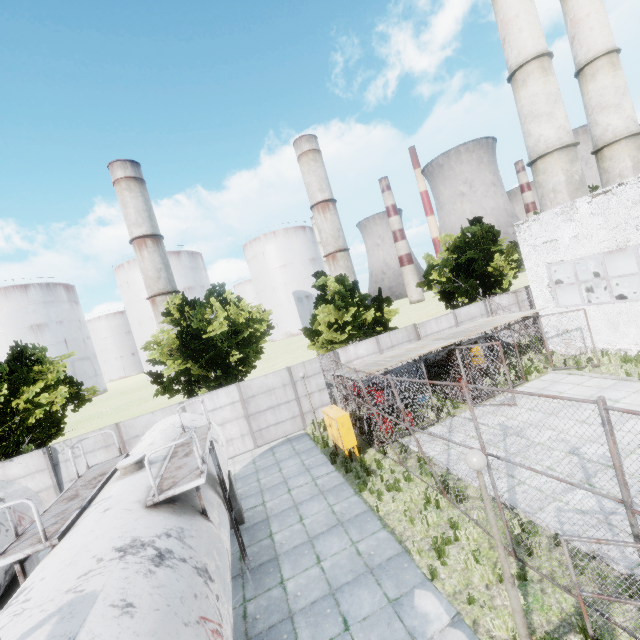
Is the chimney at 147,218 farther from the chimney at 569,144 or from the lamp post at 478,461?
the lamp post at 478,461

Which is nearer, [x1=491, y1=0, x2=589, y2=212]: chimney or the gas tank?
the gas tank

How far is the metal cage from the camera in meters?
14.2

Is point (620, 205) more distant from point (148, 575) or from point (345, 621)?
point (148, 575)

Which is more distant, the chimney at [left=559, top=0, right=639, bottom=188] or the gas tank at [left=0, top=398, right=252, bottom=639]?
the chimney at [left=559, top=0, right=639, bottom=188]

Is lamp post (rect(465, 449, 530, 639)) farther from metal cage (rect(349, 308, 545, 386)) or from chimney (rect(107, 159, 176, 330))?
chimney (rect(107, 159, 176, 330))

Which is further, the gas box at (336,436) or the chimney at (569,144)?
the chimney at (569,144)

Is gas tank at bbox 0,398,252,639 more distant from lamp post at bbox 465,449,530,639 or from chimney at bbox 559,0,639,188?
chimney at bbox 559,0,639,188
